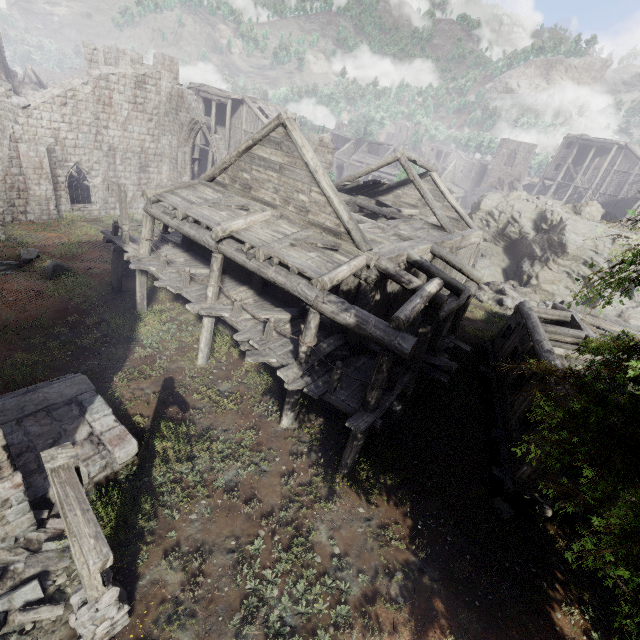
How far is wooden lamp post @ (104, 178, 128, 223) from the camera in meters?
15.7 m

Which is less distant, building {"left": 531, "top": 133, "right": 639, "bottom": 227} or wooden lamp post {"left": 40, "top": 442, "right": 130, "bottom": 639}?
wooden lamp post {"left": 40, "top": 442, "right": 130, "bottom": 639}

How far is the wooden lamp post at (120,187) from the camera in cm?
1570

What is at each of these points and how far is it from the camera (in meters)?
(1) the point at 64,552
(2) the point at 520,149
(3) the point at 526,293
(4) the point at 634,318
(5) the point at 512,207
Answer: (1) rubble, 6.81
(2) building, 56.94
(3) rubble, 22.88
(4) rock, 20.19
(5) rock, 27.77

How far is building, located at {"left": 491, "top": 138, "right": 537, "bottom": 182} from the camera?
56.5m

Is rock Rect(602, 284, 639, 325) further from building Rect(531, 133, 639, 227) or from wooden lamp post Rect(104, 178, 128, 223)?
wooden lamp post Rect(104, 178, 128, 223)

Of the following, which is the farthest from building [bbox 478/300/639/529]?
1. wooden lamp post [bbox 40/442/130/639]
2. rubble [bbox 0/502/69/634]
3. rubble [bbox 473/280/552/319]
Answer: wooden lamp post [bbox 40/442/130/639]

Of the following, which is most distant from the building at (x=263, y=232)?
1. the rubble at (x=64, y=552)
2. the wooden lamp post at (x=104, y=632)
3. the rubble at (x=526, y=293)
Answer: the wooden lamp post at (x=104, y=632)
